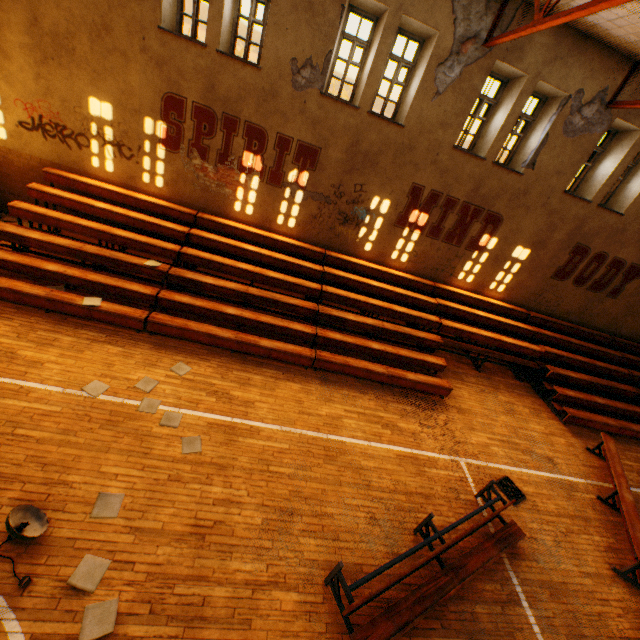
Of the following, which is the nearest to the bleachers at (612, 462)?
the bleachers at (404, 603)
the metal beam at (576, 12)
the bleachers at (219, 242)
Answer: the bleachers at (404, 603)

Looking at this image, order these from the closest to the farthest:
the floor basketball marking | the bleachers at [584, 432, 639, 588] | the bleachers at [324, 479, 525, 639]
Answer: the floor basketball marking < the bleachers at [324, 479, 525, 639] < the bleachers at [584, 432, 639, 588]

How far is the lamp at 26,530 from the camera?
3.8 meters

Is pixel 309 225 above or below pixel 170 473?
above

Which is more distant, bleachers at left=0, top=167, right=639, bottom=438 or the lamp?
bleachers at left=0, top=167, right=639, bottom=438

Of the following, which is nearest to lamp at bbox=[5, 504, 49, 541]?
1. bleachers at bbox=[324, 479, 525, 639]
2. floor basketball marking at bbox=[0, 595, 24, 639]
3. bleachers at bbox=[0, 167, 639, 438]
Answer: floor basketball marking at bbox=[0, 595, 24, 639]

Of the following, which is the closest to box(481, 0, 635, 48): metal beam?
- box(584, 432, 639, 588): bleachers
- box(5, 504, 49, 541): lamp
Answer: box(584, 432, 639, 588): bleachers

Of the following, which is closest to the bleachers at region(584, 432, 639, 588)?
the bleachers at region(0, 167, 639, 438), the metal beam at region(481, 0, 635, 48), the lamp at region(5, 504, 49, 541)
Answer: the bleachers at region(0, 167, 639, 438)
